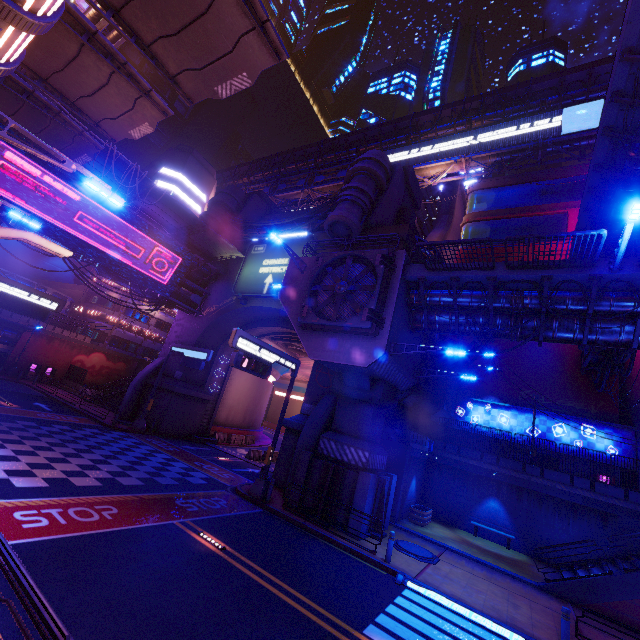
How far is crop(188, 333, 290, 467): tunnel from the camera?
30.3m

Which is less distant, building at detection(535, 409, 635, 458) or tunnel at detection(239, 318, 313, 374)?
building at detection(535, 409, 635, 458)

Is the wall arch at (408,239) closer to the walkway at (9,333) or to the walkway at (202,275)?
the walkway at (202,275)

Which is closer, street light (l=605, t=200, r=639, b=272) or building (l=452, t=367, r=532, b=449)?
street light (l=605, t=200, r=639, b=272)

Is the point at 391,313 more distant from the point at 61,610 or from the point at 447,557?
the point at 61,610

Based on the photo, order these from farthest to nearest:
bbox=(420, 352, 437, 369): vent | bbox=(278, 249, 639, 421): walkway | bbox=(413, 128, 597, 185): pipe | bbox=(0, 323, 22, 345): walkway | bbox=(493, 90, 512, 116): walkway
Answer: bbox=(493, 90, 512, 116): walkway < bbox=(0, 323, 22, 345): walkway < bbox=(413, 128, 597, 185): pipe < bbox=(420, 352, 437, 369): vent < bbox=(278, 249, 639, 421): walkway

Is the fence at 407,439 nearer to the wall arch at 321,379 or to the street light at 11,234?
the wall arch at 321,379

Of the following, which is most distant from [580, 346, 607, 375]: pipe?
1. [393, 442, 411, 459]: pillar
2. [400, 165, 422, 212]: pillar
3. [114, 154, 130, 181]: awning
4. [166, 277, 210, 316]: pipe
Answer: [400, 165, 422, 212]: pillar
